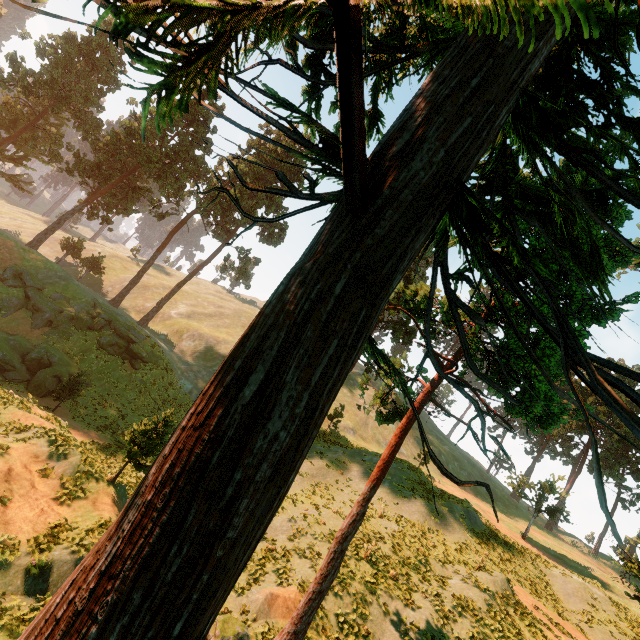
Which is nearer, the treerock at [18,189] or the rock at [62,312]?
the rock at [62,312]

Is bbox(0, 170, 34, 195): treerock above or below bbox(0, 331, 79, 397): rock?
above

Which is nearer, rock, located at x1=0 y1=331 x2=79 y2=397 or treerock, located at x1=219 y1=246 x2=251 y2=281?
rock, located at x1=0 y1=331 x2=79 y2=397

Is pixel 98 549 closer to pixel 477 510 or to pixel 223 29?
pixel 223 29

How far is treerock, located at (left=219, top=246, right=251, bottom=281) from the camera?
45.19m

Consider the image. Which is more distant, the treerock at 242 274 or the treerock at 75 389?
the treerock at 242 274

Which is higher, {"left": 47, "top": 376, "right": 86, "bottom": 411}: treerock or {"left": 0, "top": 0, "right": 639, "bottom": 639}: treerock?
{"left": 0, "top": 0, "right": 639, "bottom": 639}: treerock
